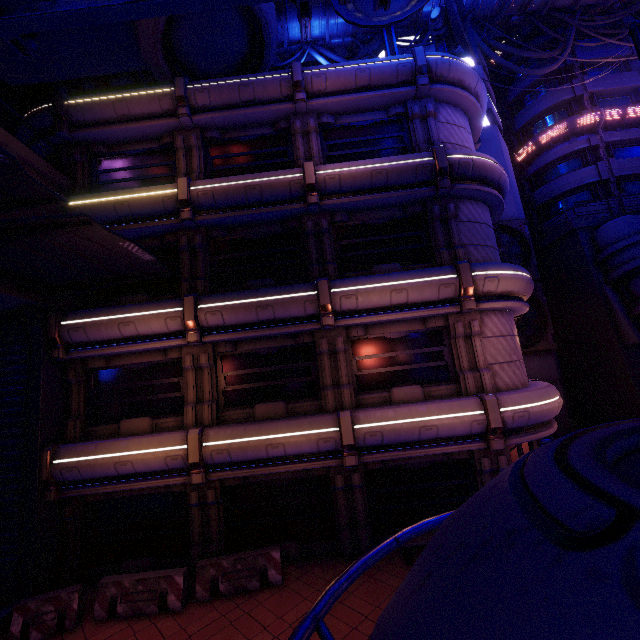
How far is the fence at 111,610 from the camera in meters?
8.9 m

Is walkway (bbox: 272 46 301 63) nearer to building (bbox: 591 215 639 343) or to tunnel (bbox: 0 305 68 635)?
building (bbox: 591 215 639 343)

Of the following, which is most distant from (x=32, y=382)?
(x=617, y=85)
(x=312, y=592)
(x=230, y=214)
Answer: (x=617, y=85)

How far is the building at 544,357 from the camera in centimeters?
1889cm

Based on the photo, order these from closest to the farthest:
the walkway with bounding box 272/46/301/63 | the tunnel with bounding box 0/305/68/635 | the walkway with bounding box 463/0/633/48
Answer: the tunnel with bounding box 0/305/68/635
the walkway with bounding box 463/0/633/48
the walkway with bounding box 272/46/301/63

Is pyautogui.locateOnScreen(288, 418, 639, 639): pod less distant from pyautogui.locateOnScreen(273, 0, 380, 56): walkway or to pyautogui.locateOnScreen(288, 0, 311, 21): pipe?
pyautogui.locateOnScreen(288, 0, 311, 21): pipe

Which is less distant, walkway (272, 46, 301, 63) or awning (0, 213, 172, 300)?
awning (0, 213, 172, 300)

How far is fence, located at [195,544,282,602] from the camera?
9.3 meters
